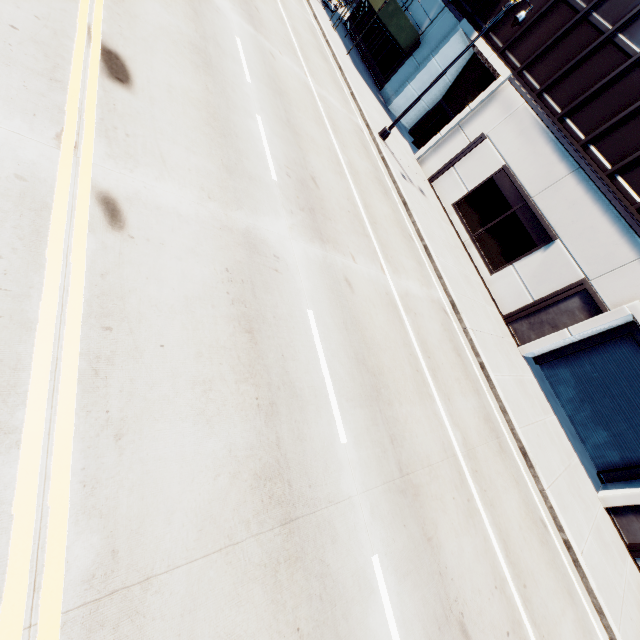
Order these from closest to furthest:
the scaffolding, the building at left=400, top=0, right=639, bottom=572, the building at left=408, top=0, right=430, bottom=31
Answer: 1. the building at left=400, top=0, right=639, bottom=572
2. the scaffolding
3. the building at left=408, top=0, right=430, bottom=31

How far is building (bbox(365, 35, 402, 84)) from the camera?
24.0 meters

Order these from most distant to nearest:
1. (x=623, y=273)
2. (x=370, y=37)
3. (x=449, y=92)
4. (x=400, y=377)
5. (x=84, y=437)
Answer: (x=370, y=37) → (x=449, y=92) → (x=623, y=273) → (x=400, y=377) → (x=84, y=437)

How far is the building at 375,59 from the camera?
24.02m

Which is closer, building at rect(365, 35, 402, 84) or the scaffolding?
the scaffolding

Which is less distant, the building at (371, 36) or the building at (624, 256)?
the building at (624, 256)

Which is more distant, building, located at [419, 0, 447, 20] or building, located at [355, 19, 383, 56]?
building, located at [355, 19, 383, 56]
